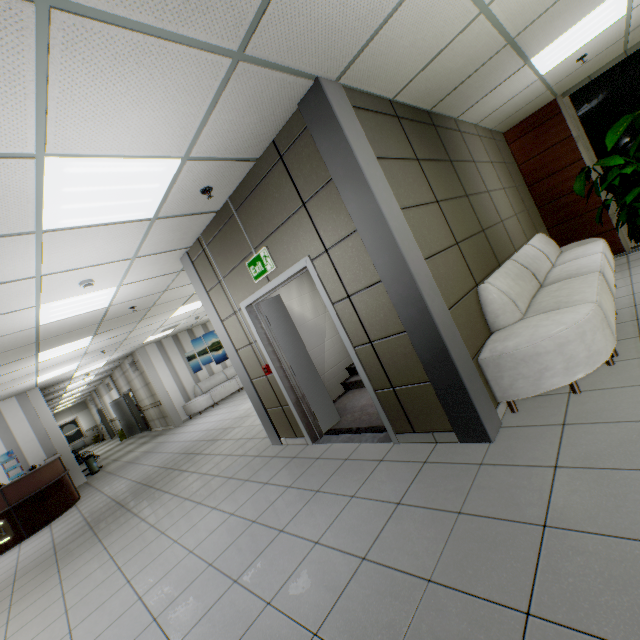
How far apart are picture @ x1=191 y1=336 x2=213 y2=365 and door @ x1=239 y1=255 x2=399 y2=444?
9.85m

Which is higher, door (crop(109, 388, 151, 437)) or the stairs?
door (crop(109, 388, 151, 437))

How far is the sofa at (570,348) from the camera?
2.68m

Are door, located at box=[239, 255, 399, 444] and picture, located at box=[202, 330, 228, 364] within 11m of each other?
yes

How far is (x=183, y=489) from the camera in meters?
5.1

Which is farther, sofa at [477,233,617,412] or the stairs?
the stairs

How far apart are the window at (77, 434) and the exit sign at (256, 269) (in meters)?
28.17
